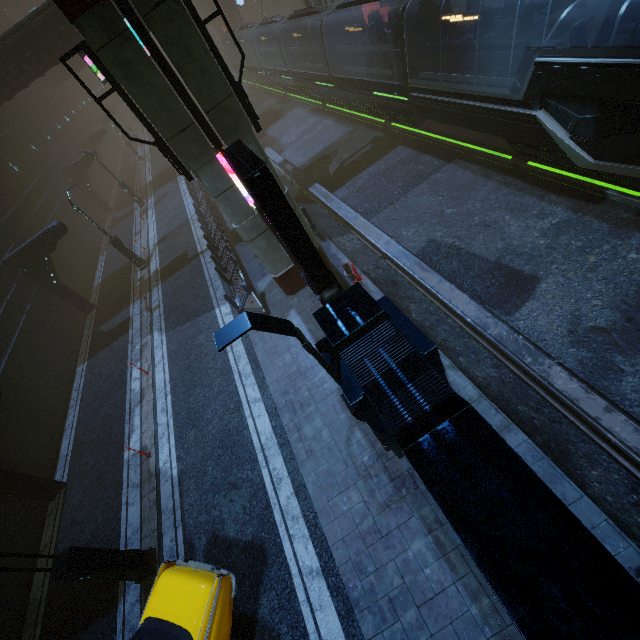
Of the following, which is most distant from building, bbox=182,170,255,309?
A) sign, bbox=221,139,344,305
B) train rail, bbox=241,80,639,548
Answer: sign, bbox=221,139,344,305

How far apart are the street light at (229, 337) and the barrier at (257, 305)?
7.3m

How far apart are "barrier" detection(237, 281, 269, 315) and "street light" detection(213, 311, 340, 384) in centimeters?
734cm

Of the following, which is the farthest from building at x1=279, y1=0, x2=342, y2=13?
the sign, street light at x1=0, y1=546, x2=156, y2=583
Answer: street light at x1=0, y1=546, x2=156, y2=583

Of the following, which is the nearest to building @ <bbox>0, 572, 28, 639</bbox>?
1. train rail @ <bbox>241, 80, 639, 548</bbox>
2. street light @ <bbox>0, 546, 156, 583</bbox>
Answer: train rail @ <bbox>241, 80, 639, 548</bbox>

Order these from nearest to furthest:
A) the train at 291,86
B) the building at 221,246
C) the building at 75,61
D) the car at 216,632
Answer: the car at 216,632 < the train at 291,86 < the building at 221,246 < the building at 75,61

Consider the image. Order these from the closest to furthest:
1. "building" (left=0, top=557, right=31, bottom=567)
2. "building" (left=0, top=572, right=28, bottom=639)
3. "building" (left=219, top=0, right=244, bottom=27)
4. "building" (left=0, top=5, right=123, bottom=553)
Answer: "building" (left=0, top=572, right=28, bottom=639)
"building" (left=0, top=557, right=31, bottom=567)
"building" (left=0, top=5, right=123, bottom=553)
"building" (left=219, top=0, right=244, bottom=27)

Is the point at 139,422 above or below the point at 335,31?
below
